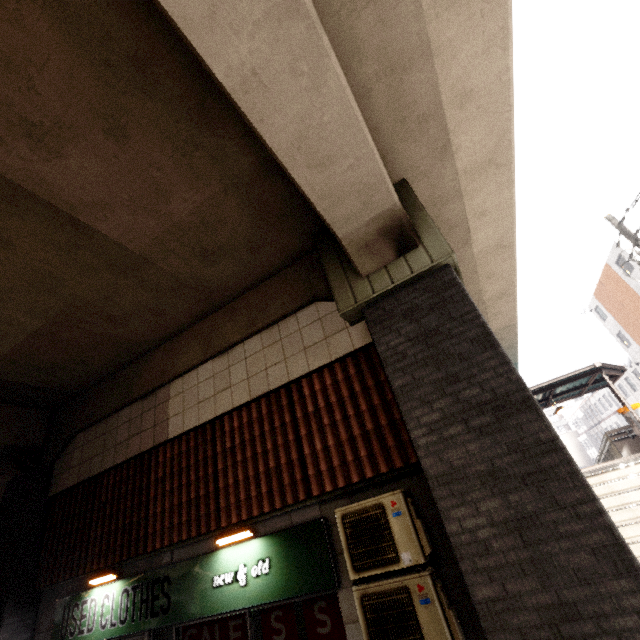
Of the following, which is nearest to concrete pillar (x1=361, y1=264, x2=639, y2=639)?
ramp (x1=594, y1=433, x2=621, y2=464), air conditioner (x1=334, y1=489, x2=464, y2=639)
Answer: air conditioner (x1=334, y1=489, x2=464, y2=639)

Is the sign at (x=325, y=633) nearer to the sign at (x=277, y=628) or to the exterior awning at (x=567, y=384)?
the sign at (x=277, y=628)

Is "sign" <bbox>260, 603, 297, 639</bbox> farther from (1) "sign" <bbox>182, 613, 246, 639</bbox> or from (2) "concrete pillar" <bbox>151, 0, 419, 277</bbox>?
(2) "concrete pillar" <bbox>151, 0, 419, 277</bbox>

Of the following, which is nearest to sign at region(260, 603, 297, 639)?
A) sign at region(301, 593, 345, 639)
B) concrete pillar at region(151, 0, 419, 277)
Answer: sign at region(301, 593, 345, 639)

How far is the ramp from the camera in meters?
15.8 m

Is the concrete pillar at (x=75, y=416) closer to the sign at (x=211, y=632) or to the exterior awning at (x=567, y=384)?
the sign at (x=211, y=632)

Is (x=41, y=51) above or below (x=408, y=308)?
above

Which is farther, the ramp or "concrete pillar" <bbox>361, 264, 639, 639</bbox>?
the ramp
